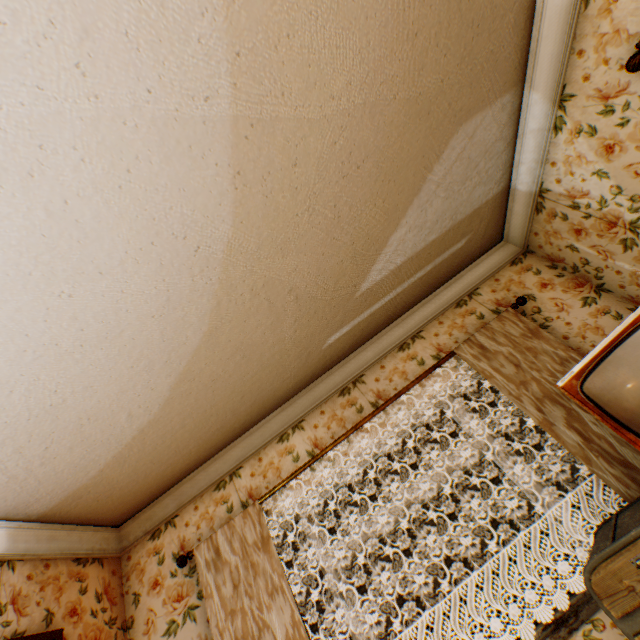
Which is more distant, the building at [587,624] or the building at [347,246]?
the building at [587,624]

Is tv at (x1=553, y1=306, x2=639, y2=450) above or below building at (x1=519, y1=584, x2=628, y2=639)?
above

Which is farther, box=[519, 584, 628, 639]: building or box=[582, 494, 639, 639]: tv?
box=[519, 584, 628, 639]: building

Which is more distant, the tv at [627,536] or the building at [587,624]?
the building at [587,624]

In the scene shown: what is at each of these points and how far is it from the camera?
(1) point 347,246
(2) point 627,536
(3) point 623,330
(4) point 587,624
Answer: (1) building, 2.58m
(2) tv, 1.54m
(3) tv, 1.73m
(4) building, 2.03m

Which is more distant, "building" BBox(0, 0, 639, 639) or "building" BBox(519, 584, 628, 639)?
"building" BBox(519, 584, 628, 639)
